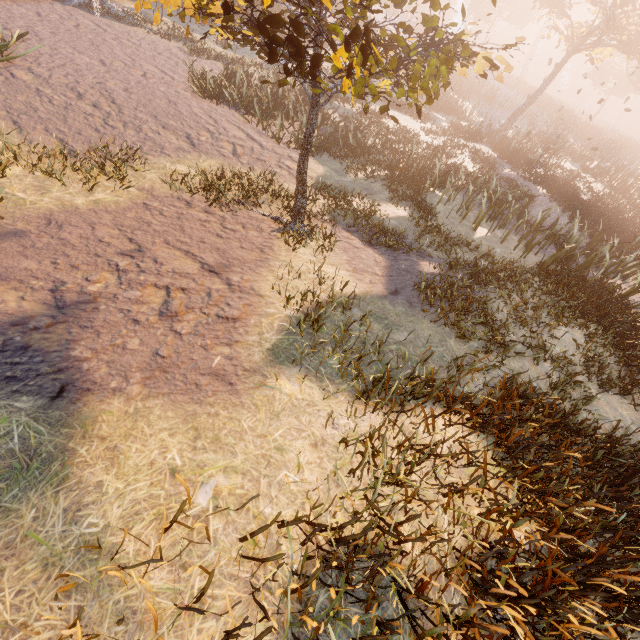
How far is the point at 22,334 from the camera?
3.41m

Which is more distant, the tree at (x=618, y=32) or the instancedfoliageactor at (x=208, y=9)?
the tree at (x=618, y=32)

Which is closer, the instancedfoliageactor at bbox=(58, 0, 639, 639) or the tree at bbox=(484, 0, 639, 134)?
the instancedfoliageactor at bbox=(58, 0, 639, 639)
